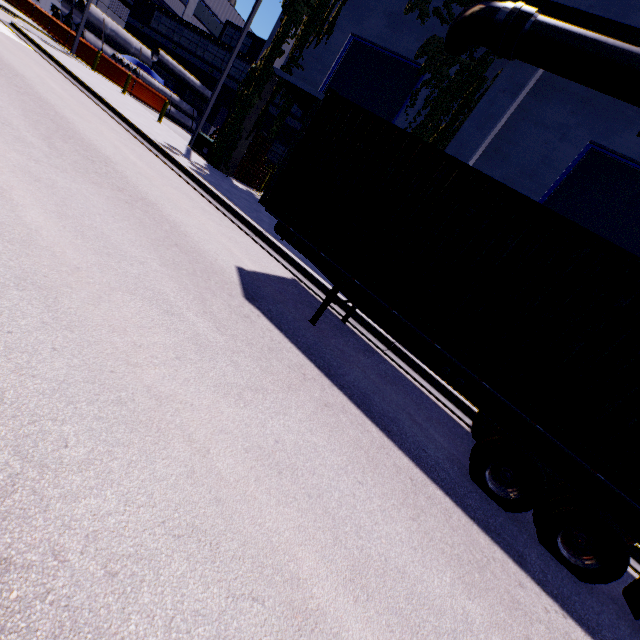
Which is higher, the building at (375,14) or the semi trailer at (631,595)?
the building at (375,14)

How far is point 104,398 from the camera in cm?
226

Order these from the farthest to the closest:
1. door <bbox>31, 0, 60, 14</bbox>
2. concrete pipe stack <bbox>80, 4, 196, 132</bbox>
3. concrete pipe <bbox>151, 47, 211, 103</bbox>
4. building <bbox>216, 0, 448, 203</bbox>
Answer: door <bbox>31, 0, 60, 14</bbox>
concrete pipe stack <bbox>80, 4, 196, 132</bbox>
concrete pipe <bbox>151, 47, 211, 103</bbox>
building <bbox>216, 0, 448, 203</bbox>

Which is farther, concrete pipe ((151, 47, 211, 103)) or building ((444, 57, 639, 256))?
concrete pipe ((151, 47, 211, 103))

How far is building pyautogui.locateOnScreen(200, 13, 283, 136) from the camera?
14.7m

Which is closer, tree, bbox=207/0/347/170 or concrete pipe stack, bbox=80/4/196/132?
tree, bbox=207/0/347/170

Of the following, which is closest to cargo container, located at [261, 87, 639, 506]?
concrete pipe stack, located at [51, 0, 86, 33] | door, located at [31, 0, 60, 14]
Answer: concrete pipe stack, located at [51, 0, 86, 33]

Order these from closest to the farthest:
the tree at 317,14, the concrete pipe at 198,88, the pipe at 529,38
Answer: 1. the pipe at 529,38
2. the tree at 317,14
3. the concrete pipe at 198,88
